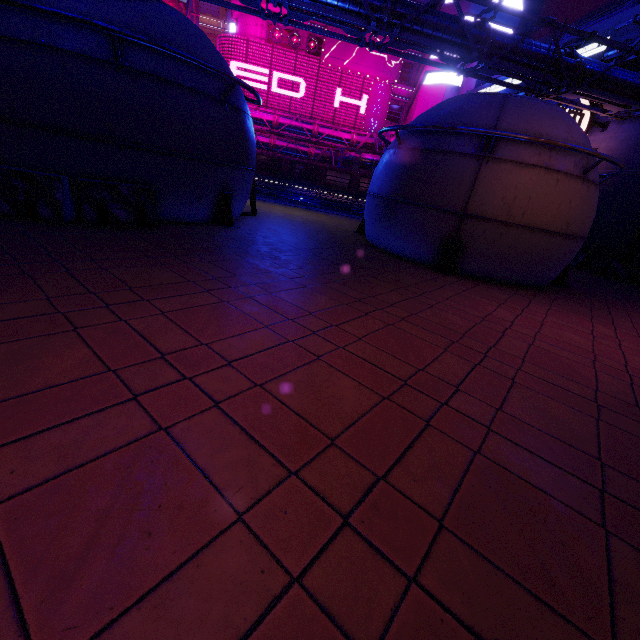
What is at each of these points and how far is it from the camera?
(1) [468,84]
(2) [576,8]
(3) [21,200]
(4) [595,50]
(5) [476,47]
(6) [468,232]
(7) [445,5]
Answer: (1) pillar, 34.97m
(2) building, 30.91m
(3) fence, 6.31m
(4) sign, 18.94m
(5) pipe, 14.89m
(6) pod, 9.11m
(7) building, 35.81m

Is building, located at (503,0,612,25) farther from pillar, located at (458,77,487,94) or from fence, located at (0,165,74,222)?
fence, located at (0,165,74,222)

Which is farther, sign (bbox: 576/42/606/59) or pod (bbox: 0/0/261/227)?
sign (bbox: 576/42/606/59)

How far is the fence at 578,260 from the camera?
18.19m

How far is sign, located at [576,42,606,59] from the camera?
18.52m

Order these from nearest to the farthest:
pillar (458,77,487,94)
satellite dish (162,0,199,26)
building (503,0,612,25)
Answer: building (503,0,612,25) → pillar (458,77,487,94) → satellite dish (162,0,199,26)

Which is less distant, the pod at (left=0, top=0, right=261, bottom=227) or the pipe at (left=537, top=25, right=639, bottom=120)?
the pod at (left=0, top=0, right=261, bottom=227)

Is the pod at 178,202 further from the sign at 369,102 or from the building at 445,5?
the sign at 369,102
